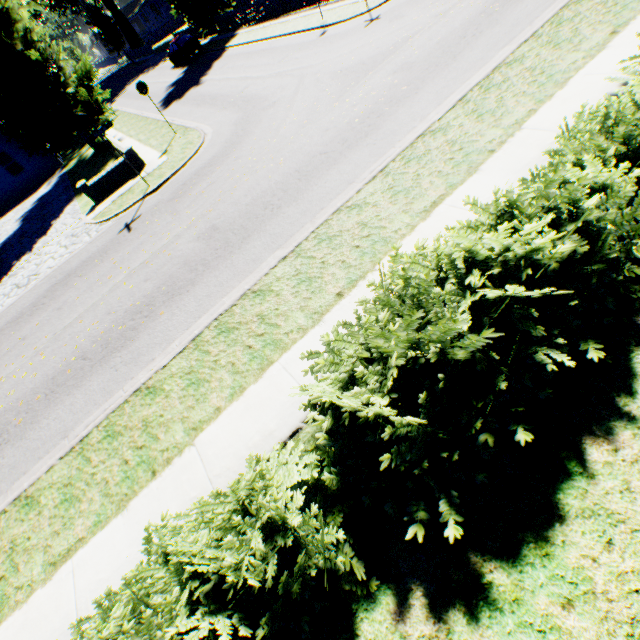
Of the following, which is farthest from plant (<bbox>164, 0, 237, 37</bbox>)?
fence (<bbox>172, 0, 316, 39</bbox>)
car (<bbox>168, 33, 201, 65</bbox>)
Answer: car (<bbox>168, 33, 201, 65</bbox>)

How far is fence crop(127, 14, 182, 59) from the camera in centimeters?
4941cm

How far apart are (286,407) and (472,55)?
10.4 meters

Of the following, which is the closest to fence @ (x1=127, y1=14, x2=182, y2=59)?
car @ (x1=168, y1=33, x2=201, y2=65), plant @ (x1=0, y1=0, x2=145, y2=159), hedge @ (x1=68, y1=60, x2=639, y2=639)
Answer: plant @ (x1=0, y1=0, x2=145, y2=159)

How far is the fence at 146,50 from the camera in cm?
4941

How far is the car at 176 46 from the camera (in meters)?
28.25

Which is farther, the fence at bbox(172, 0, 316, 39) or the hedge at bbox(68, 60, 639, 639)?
the fence at bbox(172, 0, 316, 39)

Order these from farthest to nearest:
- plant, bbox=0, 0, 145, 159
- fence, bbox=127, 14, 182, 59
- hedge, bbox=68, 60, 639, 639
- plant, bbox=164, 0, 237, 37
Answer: fence, bbox=127, 14, 182, 59, plant, bbox=164, 0, 237, 37, plant, bbox=0, 0, 145, 159, hedge, bbox=68, 60, 639, 639
